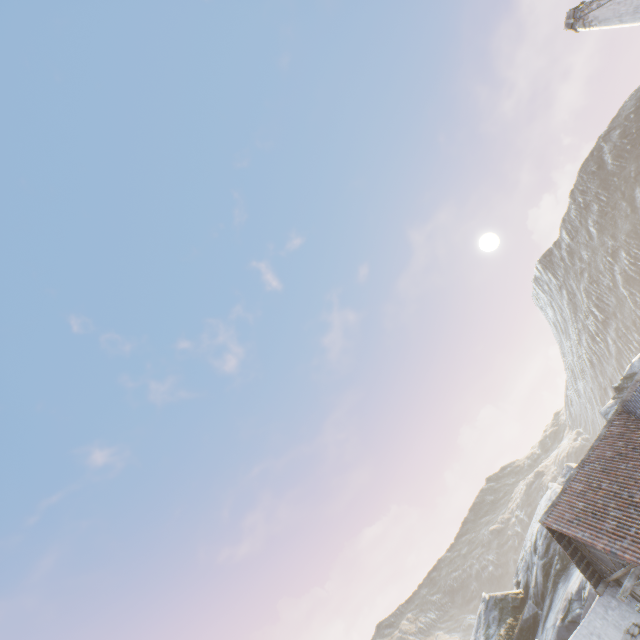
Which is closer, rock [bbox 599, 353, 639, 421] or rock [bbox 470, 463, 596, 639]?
rock [bbox 470, 463, 596, 639]

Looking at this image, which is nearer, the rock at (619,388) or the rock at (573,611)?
the rock at (573,611)

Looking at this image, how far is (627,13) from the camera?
9.6 meters

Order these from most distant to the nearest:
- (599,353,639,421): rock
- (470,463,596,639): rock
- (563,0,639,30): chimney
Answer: (599,353,639,421): rock < (470,463,596,639): rock < (563,0,639,30): chimney

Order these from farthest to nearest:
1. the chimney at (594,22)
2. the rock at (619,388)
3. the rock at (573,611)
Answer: the rock at (619,388), the rock at (573,611), the chimney at (594,22)

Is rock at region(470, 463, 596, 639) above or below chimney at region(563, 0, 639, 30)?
below

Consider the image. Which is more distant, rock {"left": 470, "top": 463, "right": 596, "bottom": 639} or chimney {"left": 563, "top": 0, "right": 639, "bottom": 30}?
rock {"left": 470, "top": 463, "right": 596, "bottom": 639}
